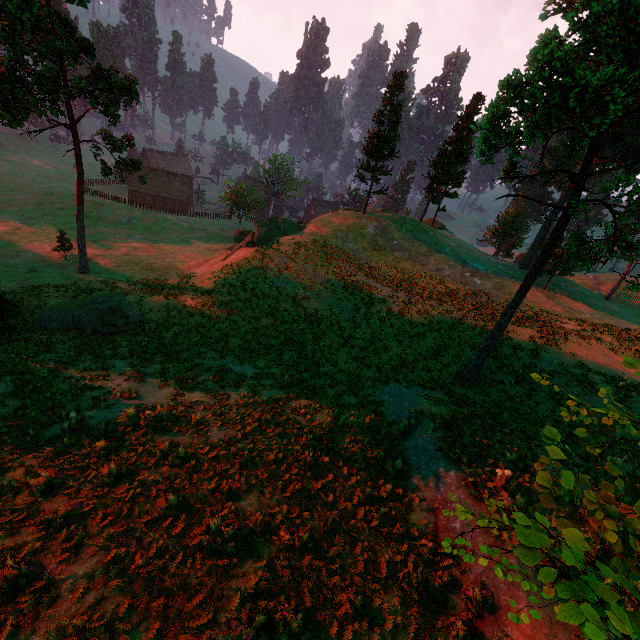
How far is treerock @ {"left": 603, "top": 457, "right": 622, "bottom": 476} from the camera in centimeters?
350cm

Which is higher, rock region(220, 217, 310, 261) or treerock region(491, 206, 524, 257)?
treerock region(491, 206, 524, 257)

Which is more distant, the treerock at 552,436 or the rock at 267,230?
the rock at 267,230

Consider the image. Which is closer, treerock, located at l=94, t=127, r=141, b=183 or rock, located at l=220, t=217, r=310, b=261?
treerock, located at l=94, t=127, r=141, b=183

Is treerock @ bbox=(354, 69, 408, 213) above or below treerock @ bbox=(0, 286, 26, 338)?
above

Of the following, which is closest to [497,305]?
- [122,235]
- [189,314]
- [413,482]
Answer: [413,482]

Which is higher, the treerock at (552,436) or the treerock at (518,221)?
the treerock at (552,436)

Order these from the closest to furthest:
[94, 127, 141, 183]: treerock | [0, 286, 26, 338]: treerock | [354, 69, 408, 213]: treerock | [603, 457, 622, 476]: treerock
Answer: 1. [603, 457, 622, 476]: treerock
2. [0, 286, 26, 338]: treerock
3. [94, 127, 141, 183]: treerock
4. [354, 69, 408, 213]: treerock
